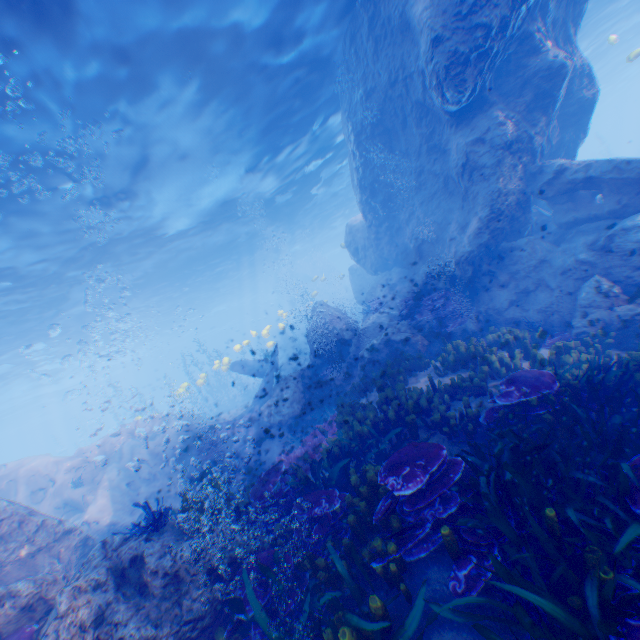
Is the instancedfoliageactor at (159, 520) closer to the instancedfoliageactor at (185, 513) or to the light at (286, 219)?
the instancedfoliageactor at (185, 513)

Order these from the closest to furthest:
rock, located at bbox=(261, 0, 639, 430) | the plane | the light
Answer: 1. the light
2. rock, located at bbox=(261, 0, 639, 430)
3. the plane

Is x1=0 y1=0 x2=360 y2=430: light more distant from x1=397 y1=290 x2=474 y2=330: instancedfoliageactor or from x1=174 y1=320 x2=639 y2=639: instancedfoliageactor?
x1=397 y1=290 x2=474 y2=330: instancedfoliageactor

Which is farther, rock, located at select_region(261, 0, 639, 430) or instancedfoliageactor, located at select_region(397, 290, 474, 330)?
instancedfoliageactor, located at select_region(397, 290, 474, 330)

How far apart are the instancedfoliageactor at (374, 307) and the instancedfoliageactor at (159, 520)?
11.4m

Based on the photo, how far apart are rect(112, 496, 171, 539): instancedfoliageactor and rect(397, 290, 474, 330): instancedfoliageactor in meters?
8.1 m

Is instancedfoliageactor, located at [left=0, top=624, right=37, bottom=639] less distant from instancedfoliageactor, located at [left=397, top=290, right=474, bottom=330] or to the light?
the light

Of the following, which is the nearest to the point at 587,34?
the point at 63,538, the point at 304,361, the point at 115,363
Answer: the point at 304,361
